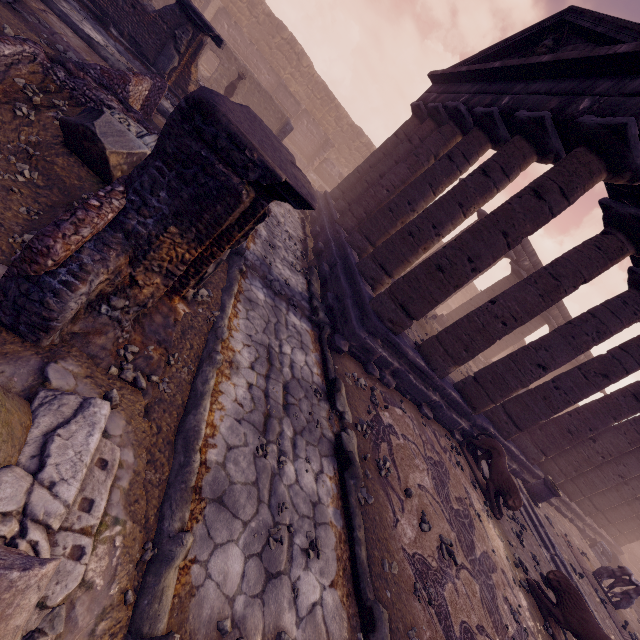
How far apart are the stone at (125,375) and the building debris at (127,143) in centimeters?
201cm

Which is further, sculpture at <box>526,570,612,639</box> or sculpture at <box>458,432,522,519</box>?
sculpture at <box>458,432,522,519</box>

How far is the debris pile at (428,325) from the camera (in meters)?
12.70

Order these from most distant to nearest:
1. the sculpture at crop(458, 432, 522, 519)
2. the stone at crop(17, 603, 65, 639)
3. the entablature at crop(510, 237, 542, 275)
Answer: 1. the entablature at crop(510, 237, 542, 275)
2. the sculpture at crop(458, 432, 522, 519)
3. the stone at crop(17, 603, 65, 639)

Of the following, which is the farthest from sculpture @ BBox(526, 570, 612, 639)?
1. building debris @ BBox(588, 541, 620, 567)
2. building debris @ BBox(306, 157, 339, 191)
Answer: building debris @ BBox(306, 157, 339, 191)

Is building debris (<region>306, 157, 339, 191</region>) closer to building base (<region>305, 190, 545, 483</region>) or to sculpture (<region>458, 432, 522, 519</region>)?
building base (<region>305, 190, 545, 483</region>)

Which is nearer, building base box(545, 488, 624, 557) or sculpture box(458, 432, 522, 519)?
sculpture box(458, 432, 522, 519)

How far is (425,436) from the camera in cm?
773
